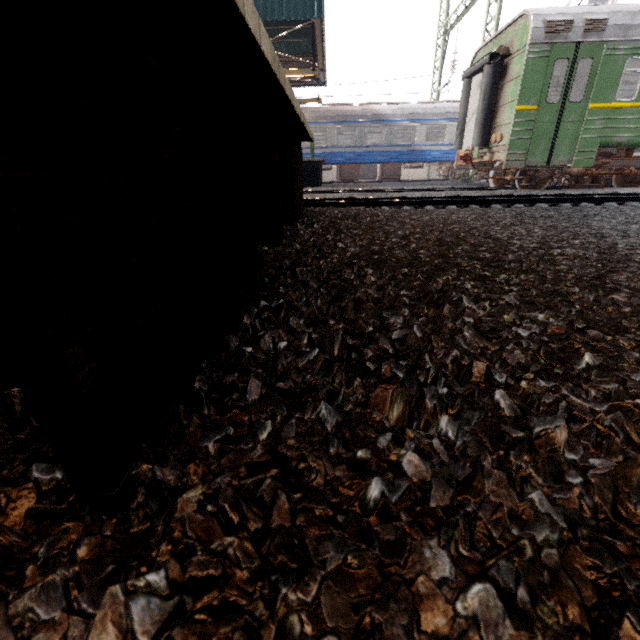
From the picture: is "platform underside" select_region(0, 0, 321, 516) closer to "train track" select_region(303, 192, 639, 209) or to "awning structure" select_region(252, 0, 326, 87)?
"train track" select_region(303, 192, 639, 209)

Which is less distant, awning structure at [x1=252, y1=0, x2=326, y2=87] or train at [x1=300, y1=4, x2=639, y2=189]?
train at [x1=300, y1=4, x2=639, y2=189]

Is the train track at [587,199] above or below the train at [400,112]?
below

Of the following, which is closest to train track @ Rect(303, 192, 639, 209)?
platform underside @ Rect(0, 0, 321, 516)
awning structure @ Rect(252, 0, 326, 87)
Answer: platform underside @ Rect(0, 0, 321, 516)

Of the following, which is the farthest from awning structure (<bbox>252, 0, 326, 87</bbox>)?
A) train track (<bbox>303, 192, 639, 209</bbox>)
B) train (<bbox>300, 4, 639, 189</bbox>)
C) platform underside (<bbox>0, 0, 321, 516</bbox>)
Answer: platform underside (<bbox>0, 0, 321, 516</bbox>)

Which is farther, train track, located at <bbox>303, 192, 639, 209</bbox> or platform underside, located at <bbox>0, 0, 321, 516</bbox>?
train track, located at <bbox>303, 192, 639, 209</bbox>

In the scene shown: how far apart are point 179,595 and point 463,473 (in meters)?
0.58

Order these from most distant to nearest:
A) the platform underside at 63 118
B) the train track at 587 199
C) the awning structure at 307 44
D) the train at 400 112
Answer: the awning structure at 307 44, the train at 400 112, the train track at 587 199, the platform underside at 63 118
